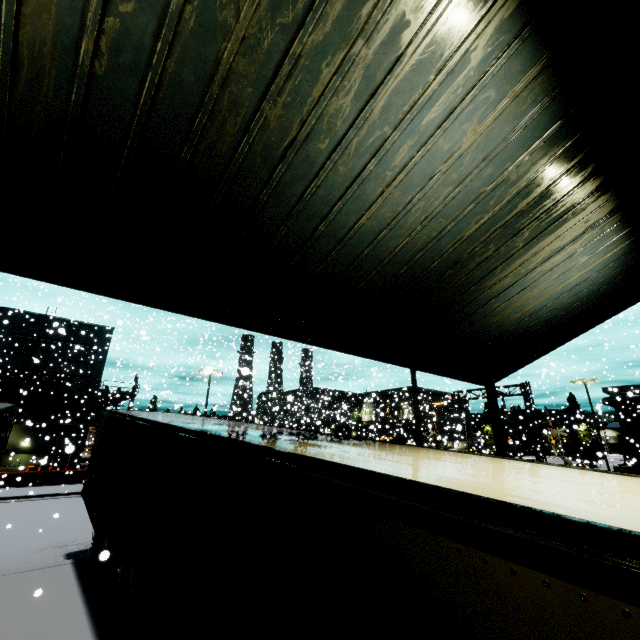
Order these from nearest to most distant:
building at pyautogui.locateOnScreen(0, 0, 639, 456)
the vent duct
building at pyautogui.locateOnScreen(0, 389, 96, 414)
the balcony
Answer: building at pyautogui.locateOnScreen(0, 0, 639, 456) < the balcony < the vent duct < building at pyautogui.locateOnScreen(0, 389, 96, 414)

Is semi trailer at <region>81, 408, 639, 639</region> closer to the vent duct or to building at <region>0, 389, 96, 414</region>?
building at <region>0, 389, 96, 414</region>

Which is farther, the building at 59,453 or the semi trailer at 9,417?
the building at 59,453

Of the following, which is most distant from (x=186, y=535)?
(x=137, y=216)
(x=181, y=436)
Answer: (x=137, y=216)

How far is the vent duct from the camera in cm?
2823

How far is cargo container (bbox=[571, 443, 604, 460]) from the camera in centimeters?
4472cm

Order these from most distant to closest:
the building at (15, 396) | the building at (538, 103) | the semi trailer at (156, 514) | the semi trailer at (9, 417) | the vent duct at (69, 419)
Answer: the building at (15, 396) → the vent duct at (69, 419) → the semi trailer at (9, 417) → the building at (538, 103) → the semi trailer at (156, 514)

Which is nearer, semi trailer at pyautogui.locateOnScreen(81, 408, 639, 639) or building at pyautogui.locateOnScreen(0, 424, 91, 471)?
semi trailer at pyautogui.locateOnScreen(81, 408, 639, 639)
